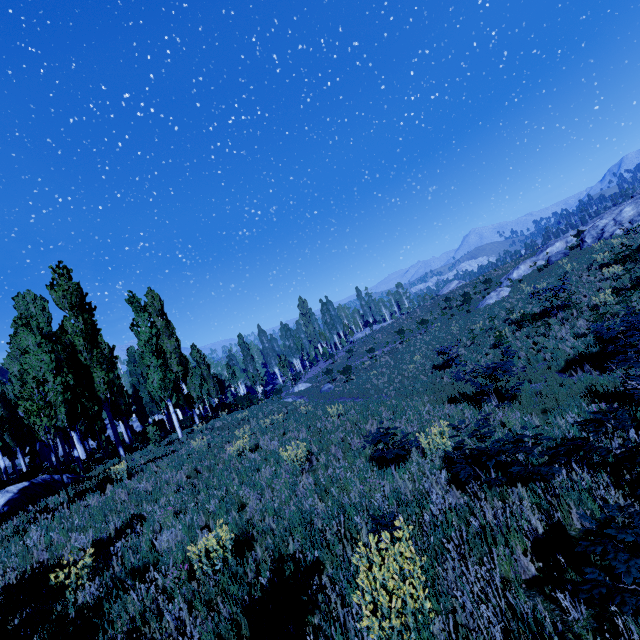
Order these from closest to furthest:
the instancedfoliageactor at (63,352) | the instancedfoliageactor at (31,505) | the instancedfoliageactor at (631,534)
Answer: the instancedfoliageactor at (631,534) → the instancedfoliageactor at (63,352) → the instancedfoliageactor at (31,505)

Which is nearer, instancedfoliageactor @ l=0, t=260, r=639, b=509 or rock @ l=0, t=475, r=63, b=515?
instancedfoliageactor @ l=0, t=260, r=639, b=509

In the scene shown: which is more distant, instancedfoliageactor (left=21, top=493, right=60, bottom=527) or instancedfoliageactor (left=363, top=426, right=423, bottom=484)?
instancedfoliageactor (left=21, top=493, right=60, bottom=527)

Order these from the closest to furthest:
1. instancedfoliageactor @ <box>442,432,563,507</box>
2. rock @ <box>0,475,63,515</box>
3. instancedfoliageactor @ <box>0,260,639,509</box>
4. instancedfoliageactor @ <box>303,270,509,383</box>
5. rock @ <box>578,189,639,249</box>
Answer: instancedfoliageactor @ <box>442,432,563,507</box> → instancedfoliageactor @ <box>0,260,639,509</box> → rock @ <box>0,475,63,515</box> → rock @ <box>578,189,639,249</box> → instancedfoliageactor @ <box>303,270,509,383</box>

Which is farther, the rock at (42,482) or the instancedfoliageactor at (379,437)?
the rock at (42,482)

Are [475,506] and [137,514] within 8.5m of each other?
yes

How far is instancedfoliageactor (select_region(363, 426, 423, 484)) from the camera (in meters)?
6.41

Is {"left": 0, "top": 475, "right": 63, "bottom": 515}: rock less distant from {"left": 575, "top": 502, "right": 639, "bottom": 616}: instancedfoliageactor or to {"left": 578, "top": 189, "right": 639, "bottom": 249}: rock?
{"left": 575, "top": 502, "right": 639, "bottom": 616}: instancedfoliageactor
